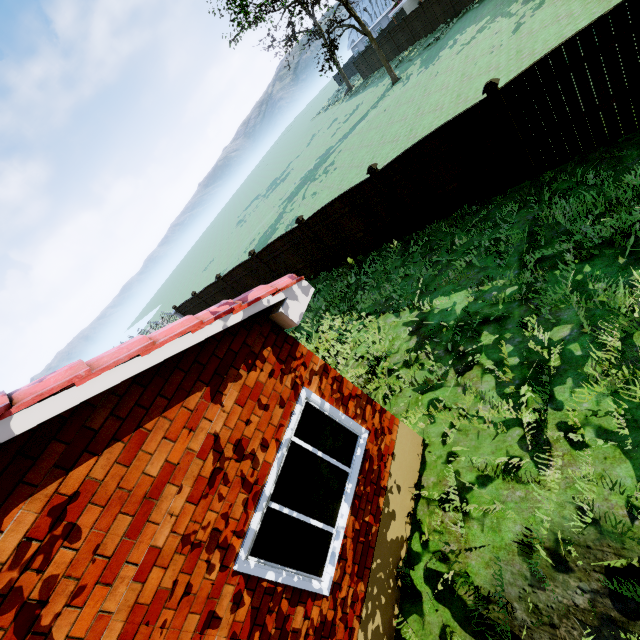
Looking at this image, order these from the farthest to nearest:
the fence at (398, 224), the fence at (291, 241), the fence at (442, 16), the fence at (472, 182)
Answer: the fence at (442, 16) < the fence at (291, 241) < the fence at (398, 224) < the fence at (472, 182)

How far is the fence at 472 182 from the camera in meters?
7.5

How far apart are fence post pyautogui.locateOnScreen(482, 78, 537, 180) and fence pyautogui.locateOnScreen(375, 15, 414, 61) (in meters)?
36.80

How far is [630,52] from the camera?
5.77m

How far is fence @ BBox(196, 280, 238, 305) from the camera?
16.88m

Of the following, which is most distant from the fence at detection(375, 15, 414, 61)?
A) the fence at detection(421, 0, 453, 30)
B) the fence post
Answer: the fence post

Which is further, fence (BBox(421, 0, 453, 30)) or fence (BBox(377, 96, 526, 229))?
fence (BBox(421, 0, 453, 30))
